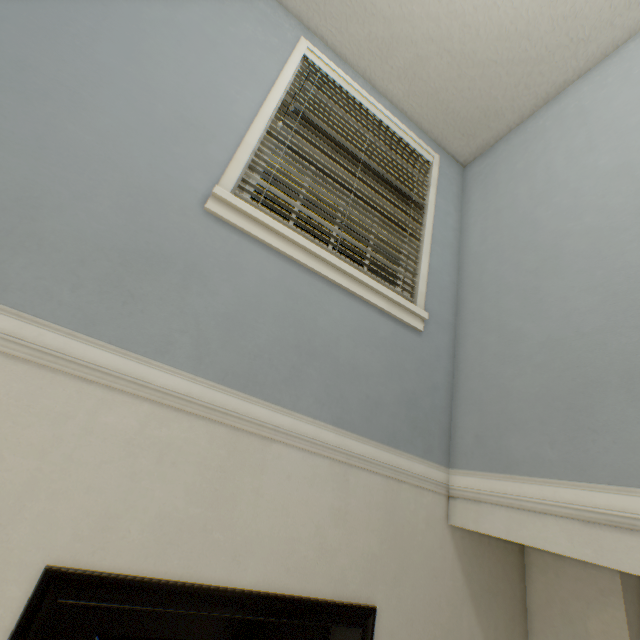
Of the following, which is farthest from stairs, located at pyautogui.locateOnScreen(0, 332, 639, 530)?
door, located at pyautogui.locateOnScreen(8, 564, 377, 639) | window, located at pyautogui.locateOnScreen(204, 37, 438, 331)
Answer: window, located at pyautogui.locateOnScreen(204, 37, 438, 331)

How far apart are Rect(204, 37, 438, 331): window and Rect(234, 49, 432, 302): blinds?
0.0 meters

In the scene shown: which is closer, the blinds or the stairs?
the stairs

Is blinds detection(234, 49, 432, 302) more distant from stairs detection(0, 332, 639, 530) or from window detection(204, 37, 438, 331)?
stairs detection(0, 332, 639, 530)

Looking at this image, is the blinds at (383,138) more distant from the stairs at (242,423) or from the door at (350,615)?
the door at (350,615)

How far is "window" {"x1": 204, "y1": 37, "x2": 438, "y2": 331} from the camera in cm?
144

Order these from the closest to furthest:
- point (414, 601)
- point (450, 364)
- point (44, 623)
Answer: point (44, 623) → point (414, 601) → point (450, 364)

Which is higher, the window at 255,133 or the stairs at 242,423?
the window at 255,133
